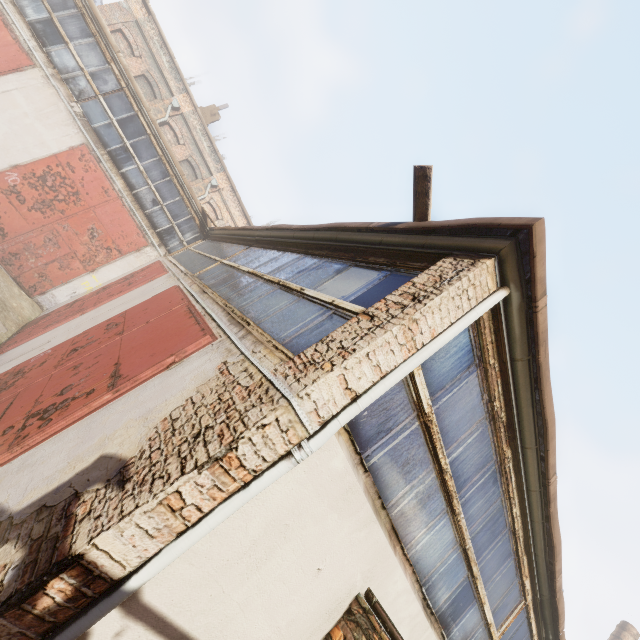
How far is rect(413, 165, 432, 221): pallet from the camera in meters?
3.4 m

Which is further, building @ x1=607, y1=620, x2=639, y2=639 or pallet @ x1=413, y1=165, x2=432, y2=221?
building @ x1=607, y1=620, x2=639, y2=639

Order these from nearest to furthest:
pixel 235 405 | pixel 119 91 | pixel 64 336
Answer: pixel 235 405 < pixel 64 336 < pixel 119 91

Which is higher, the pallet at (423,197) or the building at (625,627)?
the building at (625,627)

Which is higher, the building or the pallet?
the building

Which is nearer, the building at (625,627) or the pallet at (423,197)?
the pallet at (423,197)
